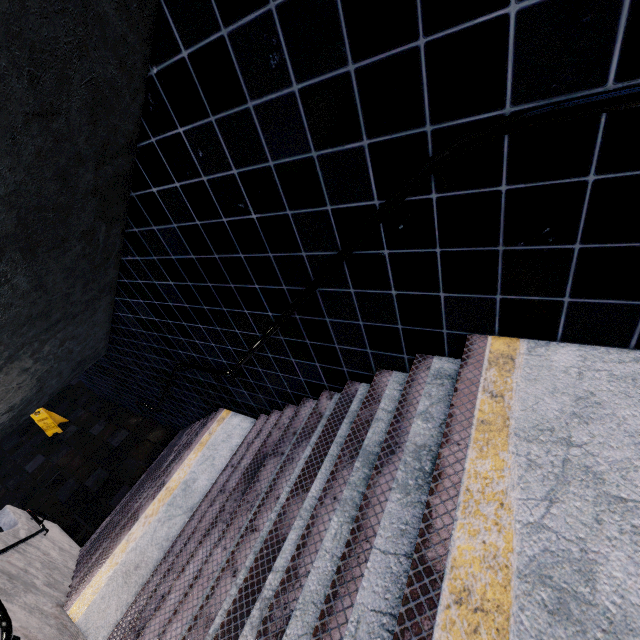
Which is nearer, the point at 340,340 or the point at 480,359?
the point at 480,359
